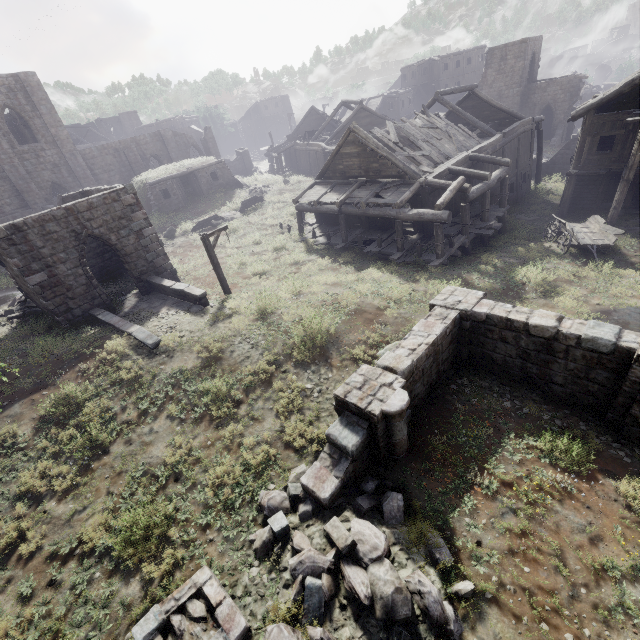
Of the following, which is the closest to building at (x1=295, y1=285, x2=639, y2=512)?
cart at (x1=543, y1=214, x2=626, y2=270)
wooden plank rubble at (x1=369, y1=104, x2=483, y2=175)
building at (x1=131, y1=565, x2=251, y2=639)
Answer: building at (x1=131, y1=565, x2=251, y2=639)

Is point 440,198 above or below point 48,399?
above

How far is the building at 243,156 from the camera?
43.06m

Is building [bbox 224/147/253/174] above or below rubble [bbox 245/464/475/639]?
above

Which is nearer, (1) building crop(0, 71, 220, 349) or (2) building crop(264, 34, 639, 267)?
(1) building crop(0, 71, 220, 349)

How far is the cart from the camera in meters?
15.6 m

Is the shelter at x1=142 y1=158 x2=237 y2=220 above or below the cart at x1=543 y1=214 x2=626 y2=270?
above

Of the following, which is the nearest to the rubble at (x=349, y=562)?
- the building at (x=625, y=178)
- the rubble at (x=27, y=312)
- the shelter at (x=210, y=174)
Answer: the building at (x=625, y=178)
